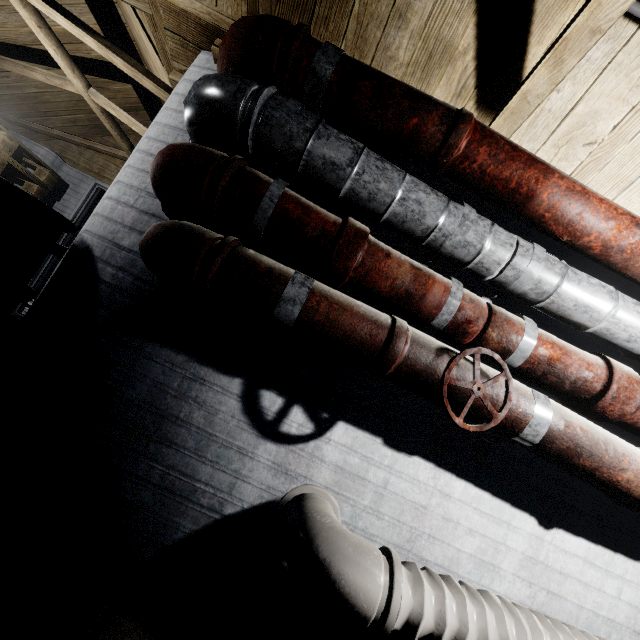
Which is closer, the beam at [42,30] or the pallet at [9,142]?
the beam at [42,30]

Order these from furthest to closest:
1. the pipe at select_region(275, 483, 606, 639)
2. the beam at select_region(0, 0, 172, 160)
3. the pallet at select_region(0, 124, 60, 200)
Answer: the pallet at select_region(0, 124, 60, 200)
the beam at select_region(0, 0, 172, 160)
the pipe at select_region(275, 483, 606, 639)

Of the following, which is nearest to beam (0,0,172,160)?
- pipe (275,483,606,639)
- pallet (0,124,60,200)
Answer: pallet (0,124,60,200)

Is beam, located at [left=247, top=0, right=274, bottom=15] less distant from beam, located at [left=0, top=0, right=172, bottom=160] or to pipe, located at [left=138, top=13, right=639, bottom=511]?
pipe, located at [left=138, top=13, right=639, bottom=511]

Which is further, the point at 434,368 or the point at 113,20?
the point at 113,20

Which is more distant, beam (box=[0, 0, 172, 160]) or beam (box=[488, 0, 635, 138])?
beam (box=[0, 0, 172, 160])

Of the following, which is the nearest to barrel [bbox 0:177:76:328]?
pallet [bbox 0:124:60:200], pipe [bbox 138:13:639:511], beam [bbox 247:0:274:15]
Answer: pipe [bbox 138:13:639:511]

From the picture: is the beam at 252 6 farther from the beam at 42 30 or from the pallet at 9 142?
the pallet at 9 142
